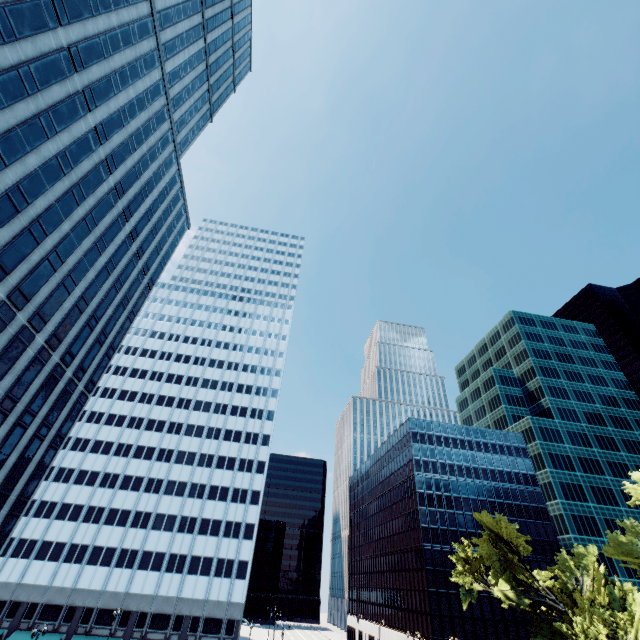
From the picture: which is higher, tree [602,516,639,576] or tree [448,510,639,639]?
tree [602,516,639,576]

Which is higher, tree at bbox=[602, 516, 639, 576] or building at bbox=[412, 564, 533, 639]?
tree at bbox=[602, 516, 639, 576]

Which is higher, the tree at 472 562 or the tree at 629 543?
the tree at 629 543

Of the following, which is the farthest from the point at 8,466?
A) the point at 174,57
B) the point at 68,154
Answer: the point at 174,57

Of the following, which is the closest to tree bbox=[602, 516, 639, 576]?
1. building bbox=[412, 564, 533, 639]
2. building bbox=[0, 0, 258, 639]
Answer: building bbox=[0, 0, 258, 639]

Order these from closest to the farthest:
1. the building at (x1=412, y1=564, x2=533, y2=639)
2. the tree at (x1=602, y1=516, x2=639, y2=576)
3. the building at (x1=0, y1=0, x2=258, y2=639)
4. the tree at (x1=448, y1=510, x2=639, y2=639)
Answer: the building at (x1=0, y1=0, x2=258, y2=639), the tree at (x1=448, y1=510, x2=639, y2=639), the tree at (x1=602, y1=516, x2=639, y2=576), the building at (x1=412, y1=564, x2=533, y2=639)

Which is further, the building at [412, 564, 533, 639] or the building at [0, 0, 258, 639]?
the building at [412, 564, 533, 639]

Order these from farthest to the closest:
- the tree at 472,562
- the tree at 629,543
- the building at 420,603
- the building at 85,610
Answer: the building at 420,603
the tree at 629,543
the tree at 472,562
the building at 85,610
